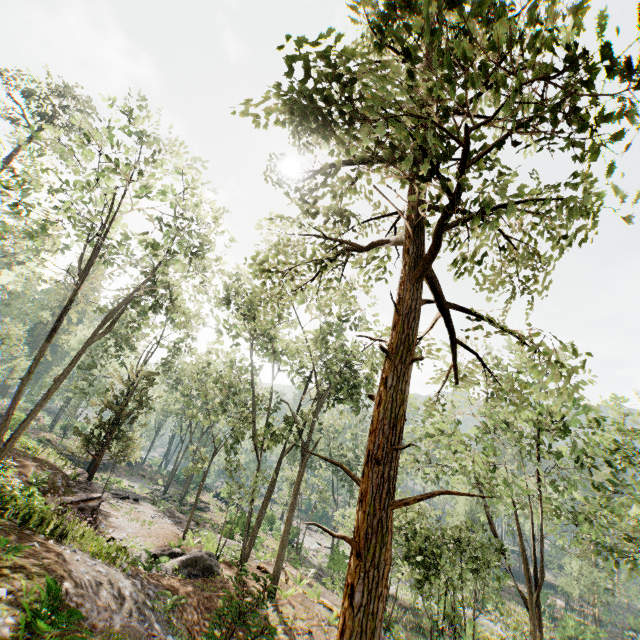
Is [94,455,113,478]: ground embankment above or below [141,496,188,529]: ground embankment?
below

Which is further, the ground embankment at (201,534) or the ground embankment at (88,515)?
the ground embankment at (201,534)

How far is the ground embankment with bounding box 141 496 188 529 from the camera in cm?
2494

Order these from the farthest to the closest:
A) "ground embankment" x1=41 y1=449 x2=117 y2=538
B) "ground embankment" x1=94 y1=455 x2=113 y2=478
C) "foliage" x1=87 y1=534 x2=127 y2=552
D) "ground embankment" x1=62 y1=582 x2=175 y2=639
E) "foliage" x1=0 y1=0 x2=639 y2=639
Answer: "ground embankment" x1=94 y1=455 x2=113 y2=478 < "ground embankment" x1=41 y1=449 x2=117 y2=538 < "foliage" x1=87 y1=534 x2=127 y2=552 < "ground embankment" x1=62 y1=582 x2=175 y2=639 < "foliage" x1=0 y1=0 x2=639 y2=639

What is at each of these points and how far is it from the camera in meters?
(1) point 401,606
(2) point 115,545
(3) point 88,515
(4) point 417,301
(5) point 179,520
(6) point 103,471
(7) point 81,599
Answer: (1) stump, 32.6
(2) foliage, 11.9
(3) ground embankment, 17.4
(4) foliage, 3.3
(5) ground embankment, 26.2
(6) ground embankment, 43.4
(7) ground embankment, 7.0

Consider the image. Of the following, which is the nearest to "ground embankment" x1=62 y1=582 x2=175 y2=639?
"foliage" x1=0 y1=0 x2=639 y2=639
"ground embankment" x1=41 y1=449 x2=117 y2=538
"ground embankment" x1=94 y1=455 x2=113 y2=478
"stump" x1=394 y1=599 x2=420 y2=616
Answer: "foliage" x1=0 y1=0 x2=639 y2=639

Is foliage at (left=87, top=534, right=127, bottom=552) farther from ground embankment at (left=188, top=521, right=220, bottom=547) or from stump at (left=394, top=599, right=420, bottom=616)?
stump at (left=394, top=599, right=420, bottom=616)

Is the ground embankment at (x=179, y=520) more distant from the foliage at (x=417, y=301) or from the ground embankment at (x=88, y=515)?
the ground embankment at (x=88, y=515)
